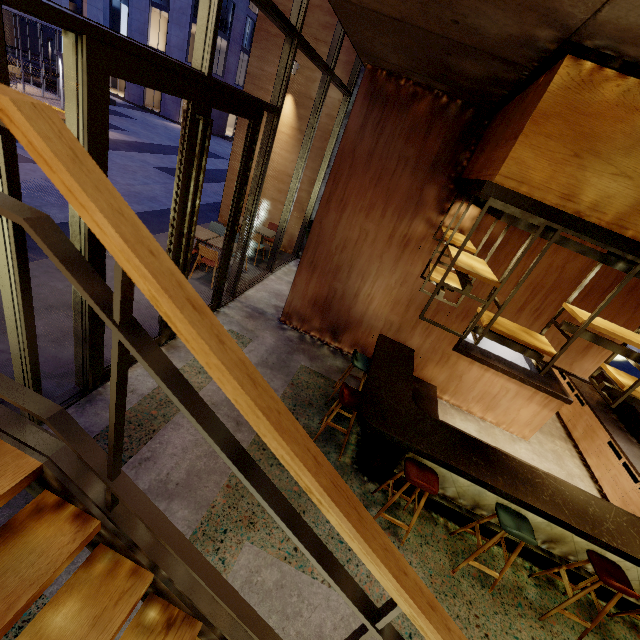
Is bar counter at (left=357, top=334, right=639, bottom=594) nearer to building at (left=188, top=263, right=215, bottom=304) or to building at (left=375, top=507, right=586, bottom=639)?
building at (left=375, top=507, right=586, bottom=639)

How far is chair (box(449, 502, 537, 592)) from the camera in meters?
3.3

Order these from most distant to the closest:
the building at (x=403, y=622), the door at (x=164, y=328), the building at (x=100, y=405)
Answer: the door at (x=164, y=328) → the building at (x=100, y=405) → the building at (x=403, y=622)

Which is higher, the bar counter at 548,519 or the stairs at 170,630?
the stairs at 170,630

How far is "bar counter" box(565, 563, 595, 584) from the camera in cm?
396

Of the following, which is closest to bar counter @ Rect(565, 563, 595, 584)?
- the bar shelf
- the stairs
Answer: the bar shelf

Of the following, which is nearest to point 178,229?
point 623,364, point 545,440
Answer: point 545,440

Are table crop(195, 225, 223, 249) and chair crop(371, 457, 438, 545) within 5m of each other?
no
